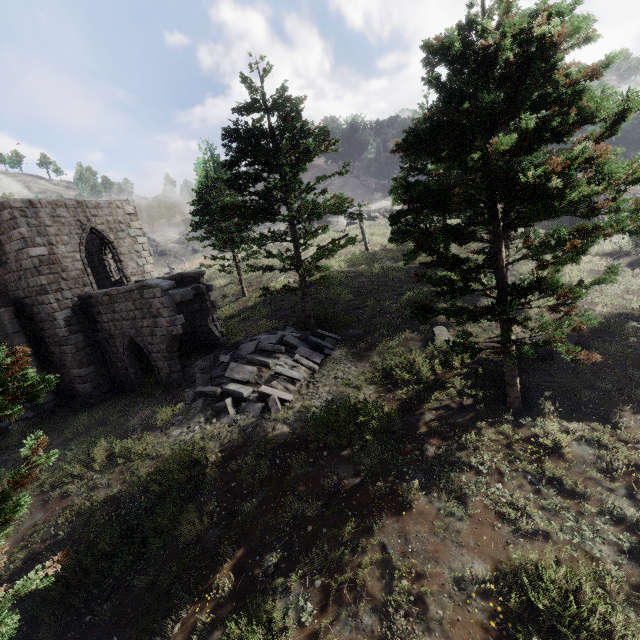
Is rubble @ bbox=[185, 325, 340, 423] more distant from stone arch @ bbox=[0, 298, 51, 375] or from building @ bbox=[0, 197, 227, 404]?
stone arch @ bbox=[0, 298, 51, 375]

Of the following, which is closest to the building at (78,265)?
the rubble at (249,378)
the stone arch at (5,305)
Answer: the stone arch at (5,305)

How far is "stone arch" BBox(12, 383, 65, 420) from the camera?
15.4 meters

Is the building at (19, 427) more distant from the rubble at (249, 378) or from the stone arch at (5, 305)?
the rubble at (249, 378)

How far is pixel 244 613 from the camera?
5.86m

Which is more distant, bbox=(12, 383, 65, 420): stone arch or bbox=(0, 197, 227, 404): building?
bbox=(12, 383, 65, 420): stone arch

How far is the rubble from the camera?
11.60m
